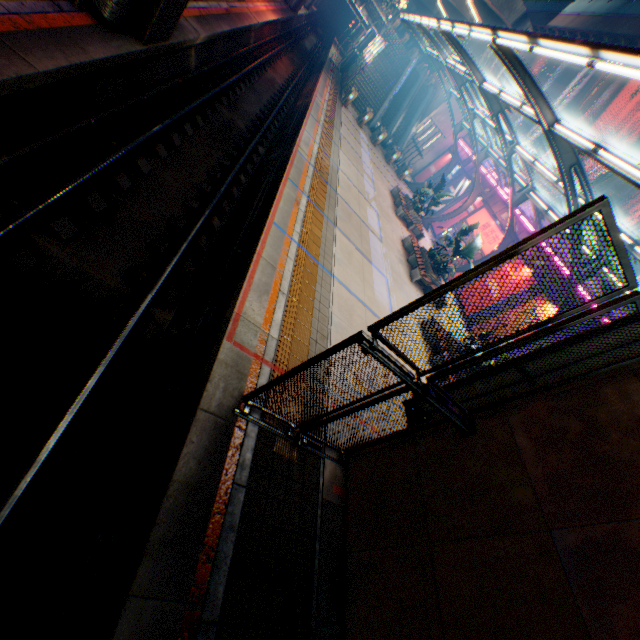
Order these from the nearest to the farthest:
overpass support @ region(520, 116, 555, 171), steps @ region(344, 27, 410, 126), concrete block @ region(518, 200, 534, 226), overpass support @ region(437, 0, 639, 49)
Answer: overpass support @ region(437, 0, 639, 49) → concrete block @ region(518, 200, 534, 226) → steps @ region(344, 27, 410, 126) → overpass support @ region(520, 116, 555, 171)

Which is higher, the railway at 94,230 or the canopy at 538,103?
the canopy at 538,103

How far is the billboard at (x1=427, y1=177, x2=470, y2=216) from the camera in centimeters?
2939cm

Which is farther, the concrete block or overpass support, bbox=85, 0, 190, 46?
the concrete block

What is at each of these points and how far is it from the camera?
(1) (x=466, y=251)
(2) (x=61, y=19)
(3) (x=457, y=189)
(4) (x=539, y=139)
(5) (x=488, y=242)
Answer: (1) plants, 16.0m
(2) railway, 6.2m
(3) billboard, 30.1m
(4) overpass support, 36.6m
(5) sign, 23.2m

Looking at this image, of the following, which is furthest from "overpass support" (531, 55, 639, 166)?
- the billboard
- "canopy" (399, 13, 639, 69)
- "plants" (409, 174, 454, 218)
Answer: "plants" (409, 174, 454, 218)

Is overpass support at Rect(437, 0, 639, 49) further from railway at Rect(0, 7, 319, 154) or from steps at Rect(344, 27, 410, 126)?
steps at Rect(344, 27, 410, 126)

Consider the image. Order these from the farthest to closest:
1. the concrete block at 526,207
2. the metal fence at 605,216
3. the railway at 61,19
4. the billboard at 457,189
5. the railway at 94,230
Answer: the billboard at 457,189 < the concrete block at 526,207 < the railway at 61,19 < the railway at 94,230 < the metal fence at 605,216
